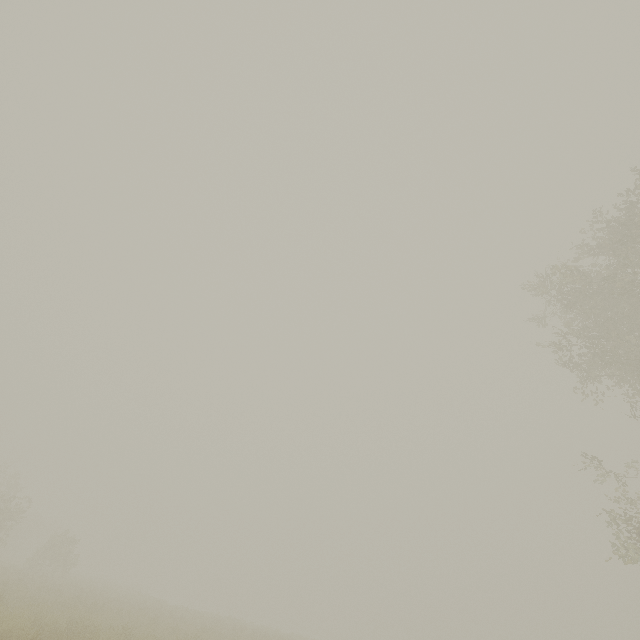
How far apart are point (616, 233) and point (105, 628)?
24.17m
